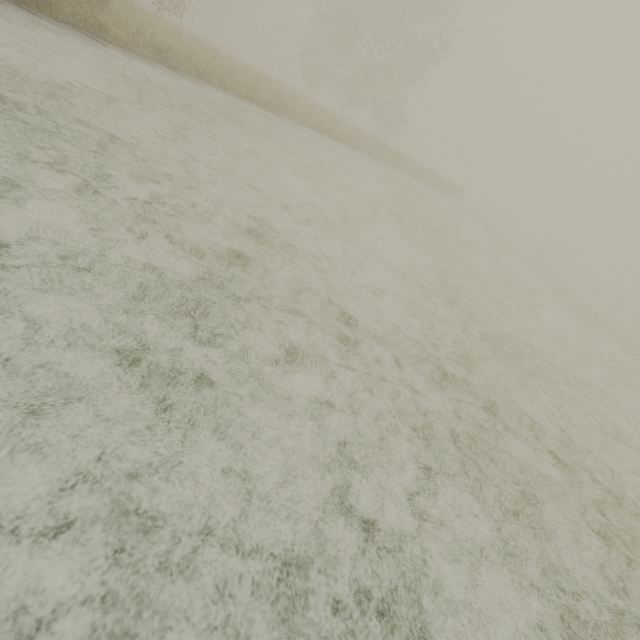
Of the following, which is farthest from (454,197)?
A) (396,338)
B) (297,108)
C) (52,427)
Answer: (52,427)
